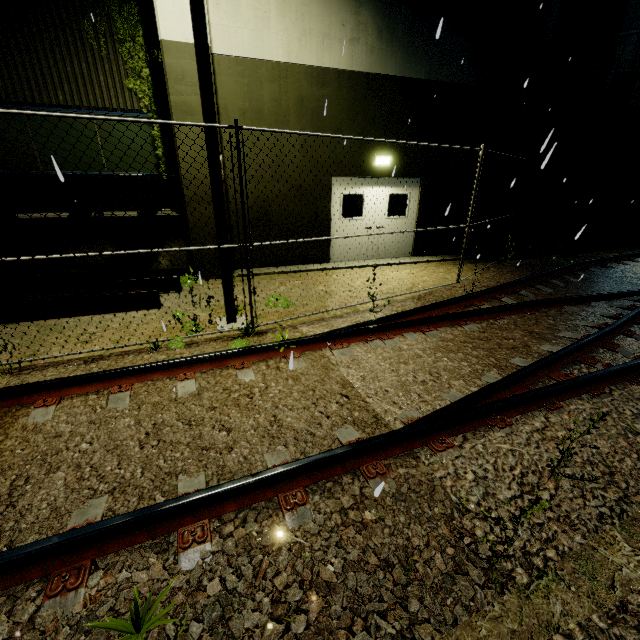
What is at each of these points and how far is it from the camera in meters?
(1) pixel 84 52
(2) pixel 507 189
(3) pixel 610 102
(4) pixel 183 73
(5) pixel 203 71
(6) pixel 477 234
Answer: (1) building, 7.8
(2) building, 10.6
(3) vent duct, 9.1
(4) building, 6.8
(5) light, 4.3
(6) building, 11.5

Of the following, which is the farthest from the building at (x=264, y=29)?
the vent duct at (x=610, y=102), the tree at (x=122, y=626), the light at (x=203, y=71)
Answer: the tree at (x=122, y=626)

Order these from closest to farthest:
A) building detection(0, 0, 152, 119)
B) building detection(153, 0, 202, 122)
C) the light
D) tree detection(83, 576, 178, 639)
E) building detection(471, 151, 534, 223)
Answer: tree detection(83, 576, 178, 639)
the light
building detection(153, 0, 202, 122)
building detection(0, 0, 152, 119)
building detection(471, 151, 534, 223)

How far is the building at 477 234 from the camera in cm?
1112

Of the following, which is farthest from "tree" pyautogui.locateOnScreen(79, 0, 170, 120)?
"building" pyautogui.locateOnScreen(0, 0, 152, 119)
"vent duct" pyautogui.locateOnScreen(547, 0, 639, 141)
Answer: "vent duct" pyautogui.locateOnScreen(547, 0, 639, 141)

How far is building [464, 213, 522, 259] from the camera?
11.12m

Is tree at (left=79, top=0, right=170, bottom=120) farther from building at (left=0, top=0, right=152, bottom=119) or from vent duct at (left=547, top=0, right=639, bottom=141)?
vent duct at (left=547, top=0, right=639, bottom=141)
